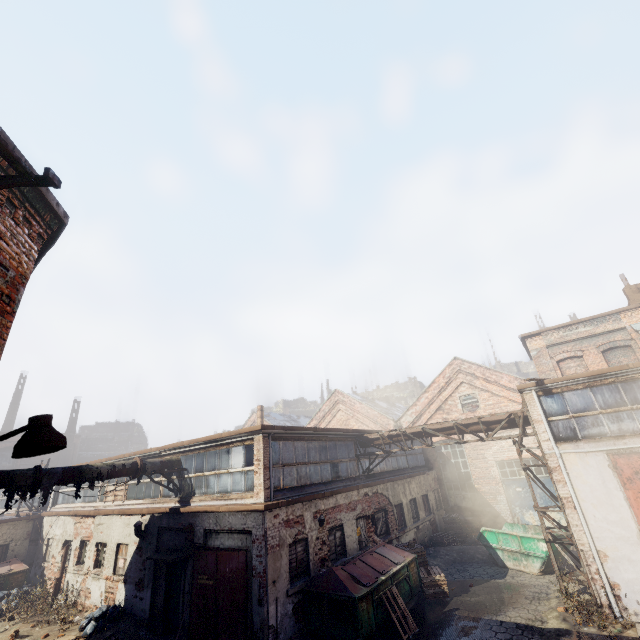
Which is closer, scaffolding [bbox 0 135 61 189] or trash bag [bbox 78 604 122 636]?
scaffolding [bbox 0 135 61 189]

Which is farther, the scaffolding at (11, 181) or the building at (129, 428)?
the building at (129, 428)

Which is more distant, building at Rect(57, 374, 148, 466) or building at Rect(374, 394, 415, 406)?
building at Rect(374, 394, 415, 406)

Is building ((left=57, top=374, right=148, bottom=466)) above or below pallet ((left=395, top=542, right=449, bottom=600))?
Answer: above

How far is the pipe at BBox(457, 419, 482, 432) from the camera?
13.2m

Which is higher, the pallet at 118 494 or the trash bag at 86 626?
the pallet at 118 494

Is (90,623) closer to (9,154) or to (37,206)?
(37,206)

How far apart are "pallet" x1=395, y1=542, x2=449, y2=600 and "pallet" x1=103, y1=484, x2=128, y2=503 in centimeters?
1345cm
